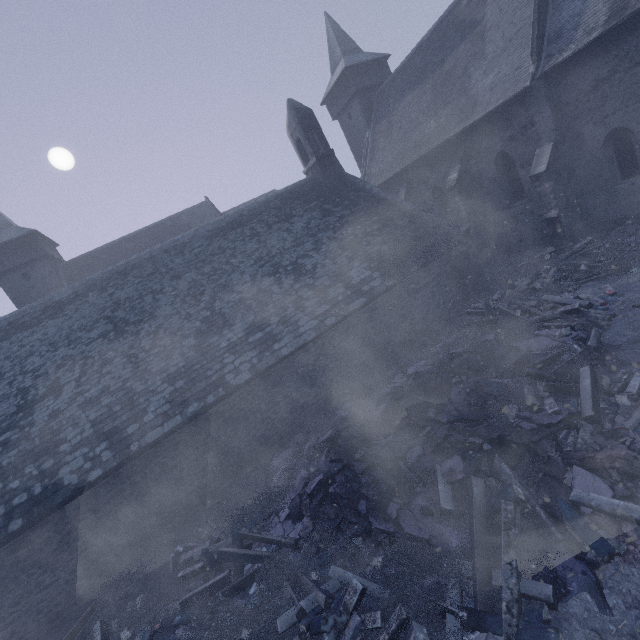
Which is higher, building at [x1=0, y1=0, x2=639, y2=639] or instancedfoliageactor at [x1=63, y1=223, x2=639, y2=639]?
building at [x1=0, y1=0, x2=639, y2=639]

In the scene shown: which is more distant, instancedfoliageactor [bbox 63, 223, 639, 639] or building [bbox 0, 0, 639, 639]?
building [bbox 0, 0, 639, 639]

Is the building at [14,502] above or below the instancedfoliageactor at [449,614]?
above

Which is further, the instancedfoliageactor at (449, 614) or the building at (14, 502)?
the building at (14, 502)

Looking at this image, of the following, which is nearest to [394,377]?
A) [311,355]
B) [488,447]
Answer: [311,355]
